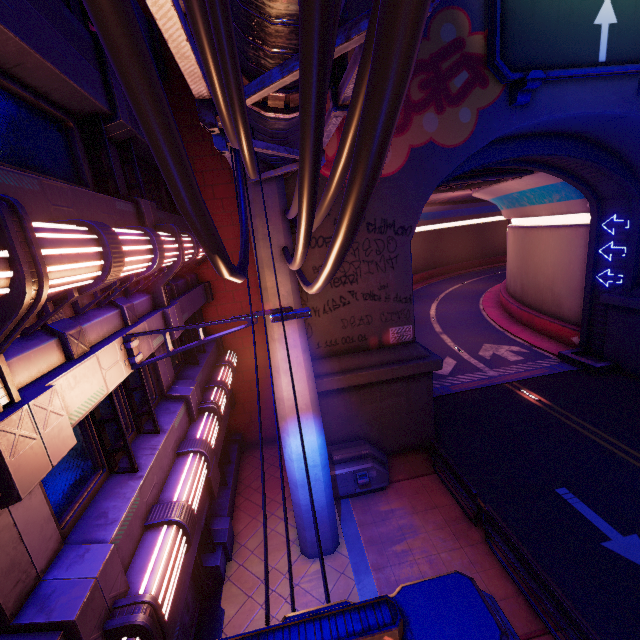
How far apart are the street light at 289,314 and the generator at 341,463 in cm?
701

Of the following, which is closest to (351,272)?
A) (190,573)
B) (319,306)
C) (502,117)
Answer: (319,306)

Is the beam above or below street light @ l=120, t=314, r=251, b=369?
below

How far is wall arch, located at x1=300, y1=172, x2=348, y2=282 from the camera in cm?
1081

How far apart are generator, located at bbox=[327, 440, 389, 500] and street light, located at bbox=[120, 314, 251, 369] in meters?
7.0 m

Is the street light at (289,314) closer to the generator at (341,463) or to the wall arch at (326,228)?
the wall arch at (326,228)

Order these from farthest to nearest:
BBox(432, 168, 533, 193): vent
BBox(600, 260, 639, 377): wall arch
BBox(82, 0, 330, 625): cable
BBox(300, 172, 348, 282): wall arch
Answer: BBox(432, 168, 533, 193): vent → BBox(600, 260, 639, 377): wall arch → BBox(300, 172, 348, 282): wall arch → BBox(82, 0, 330, 625): cable

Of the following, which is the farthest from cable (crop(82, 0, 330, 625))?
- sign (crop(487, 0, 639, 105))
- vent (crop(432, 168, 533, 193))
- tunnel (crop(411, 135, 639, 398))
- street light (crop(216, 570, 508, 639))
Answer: vent (crop(432, 168, 533, 193))
